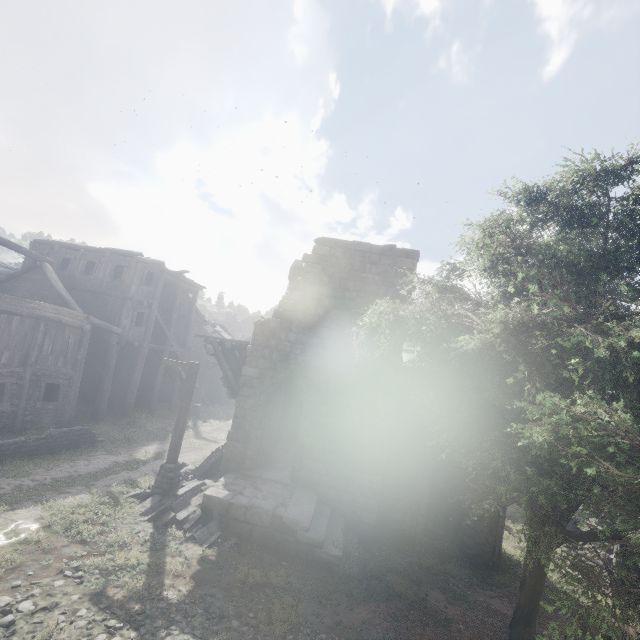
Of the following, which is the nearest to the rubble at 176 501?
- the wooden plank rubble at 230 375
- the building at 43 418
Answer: the building at 43 418

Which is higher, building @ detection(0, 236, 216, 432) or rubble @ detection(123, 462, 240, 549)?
building @ detection(0, 236, 216, 432)

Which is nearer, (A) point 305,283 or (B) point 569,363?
(B) point 569,363

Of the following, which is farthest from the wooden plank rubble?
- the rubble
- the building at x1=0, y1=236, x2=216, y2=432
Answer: the rubble

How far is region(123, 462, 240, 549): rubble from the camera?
9.2 meters

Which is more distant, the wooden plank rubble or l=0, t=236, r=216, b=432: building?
l=0, t=236, r=216, b=432: building

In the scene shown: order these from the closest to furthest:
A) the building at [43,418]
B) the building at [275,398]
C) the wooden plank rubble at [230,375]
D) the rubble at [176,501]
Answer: the rubble at [176,501], the building at [275,398], the wooden plank rubble at [230,375], the building at [43,418]

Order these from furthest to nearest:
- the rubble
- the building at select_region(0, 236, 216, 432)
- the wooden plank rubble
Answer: the building at select_region(0, 236, 216, 432) → the wooden plank rubble → the rubble
